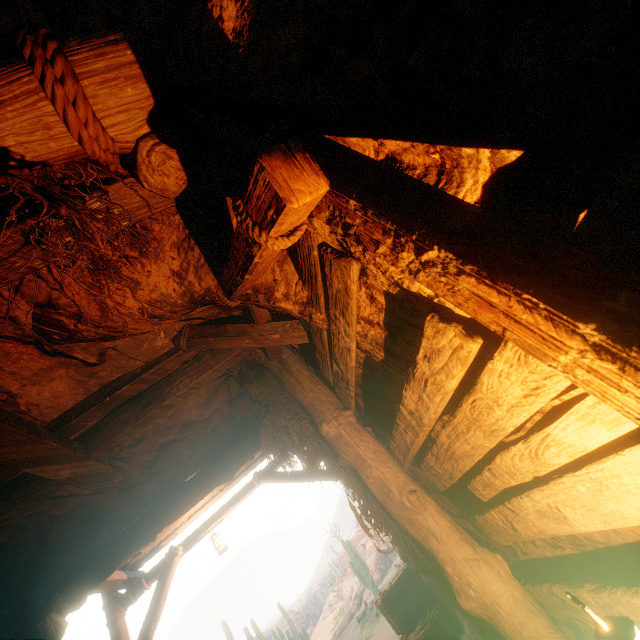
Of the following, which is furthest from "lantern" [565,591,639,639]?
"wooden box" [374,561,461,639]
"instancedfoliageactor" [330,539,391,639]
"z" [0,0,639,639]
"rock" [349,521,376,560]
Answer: "rock" [349,521,376,560]

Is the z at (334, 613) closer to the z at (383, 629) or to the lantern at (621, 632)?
the z at (383, 629)

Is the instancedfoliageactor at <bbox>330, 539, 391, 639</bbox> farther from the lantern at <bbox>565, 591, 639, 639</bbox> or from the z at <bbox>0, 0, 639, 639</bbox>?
the lantern at <bbox>565, 591, 639, 639</bbox>

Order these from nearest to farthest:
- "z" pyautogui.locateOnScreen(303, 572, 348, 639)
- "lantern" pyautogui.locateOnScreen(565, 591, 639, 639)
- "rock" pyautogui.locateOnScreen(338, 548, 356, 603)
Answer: "lantern" pyautogui.locateOnScreen(565, 591, 639, 639) → "z" pyautogui.locateOnScreen(303, 572, 348, 639) → "rock" pyautogui.locateOnScreen(338, 548, 356, 603)

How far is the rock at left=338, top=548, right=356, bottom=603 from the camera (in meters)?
28.20

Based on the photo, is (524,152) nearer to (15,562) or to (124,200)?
(124,200)

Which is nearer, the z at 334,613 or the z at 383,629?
the z at 383,629
